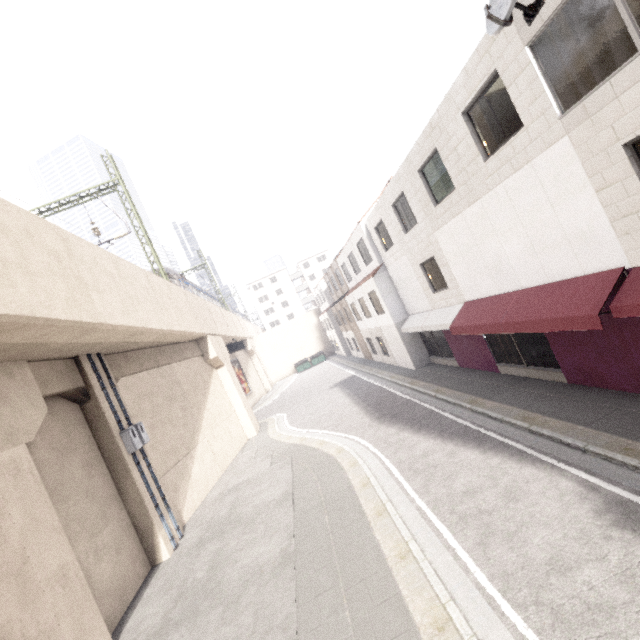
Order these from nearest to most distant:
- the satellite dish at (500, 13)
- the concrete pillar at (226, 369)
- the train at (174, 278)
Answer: the satellite dish at (500, 13)
the concrete pillar at (226, 369)
the train at (174, 278)

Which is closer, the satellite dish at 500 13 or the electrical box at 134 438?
the satellite dish at 500 13

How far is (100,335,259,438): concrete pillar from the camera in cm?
1217

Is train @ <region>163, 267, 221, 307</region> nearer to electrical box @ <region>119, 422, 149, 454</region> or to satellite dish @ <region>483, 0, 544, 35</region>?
electrical box @ <region>119, 422, 149, 454</region>

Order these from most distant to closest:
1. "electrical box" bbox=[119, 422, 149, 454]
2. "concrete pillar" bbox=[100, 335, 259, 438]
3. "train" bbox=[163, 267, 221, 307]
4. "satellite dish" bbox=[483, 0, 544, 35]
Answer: "train" bbox=[163, 267, 221, 307] < "concrete pillar" bbox=[100, 335, 259, 438] < "electrical box" bbox=[119, 422, 149, 454] < "satellite dish" bbox=[483, 0, 544, 35]

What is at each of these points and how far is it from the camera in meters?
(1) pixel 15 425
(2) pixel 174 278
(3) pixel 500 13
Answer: (1) concrete pillar, 7.3
(2) train, 23.3
(3) satellite dish, 6.2

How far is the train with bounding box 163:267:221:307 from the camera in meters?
23.2

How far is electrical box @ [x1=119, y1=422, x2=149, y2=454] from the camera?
10.33m
